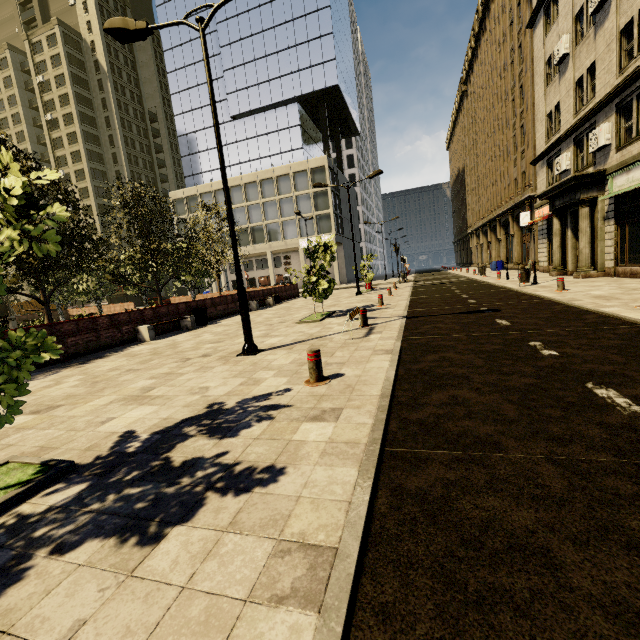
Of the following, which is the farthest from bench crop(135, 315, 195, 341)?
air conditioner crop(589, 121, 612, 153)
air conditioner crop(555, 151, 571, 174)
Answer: air conditioner crop(555, 151, 571, 174)

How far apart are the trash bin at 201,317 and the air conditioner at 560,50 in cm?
2330

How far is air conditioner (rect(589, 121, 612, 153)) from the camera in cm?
1427

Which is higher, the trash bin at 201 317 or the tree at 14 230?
the tree at 14 230

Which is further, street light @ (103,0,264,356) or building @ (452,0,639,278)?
building @ (452,0,639,278)

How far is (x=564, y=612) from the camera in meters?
1.6

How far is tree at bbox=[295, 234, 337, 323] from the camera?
12.05m

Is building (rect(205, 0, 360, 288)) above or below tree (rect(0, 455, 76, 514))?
above
